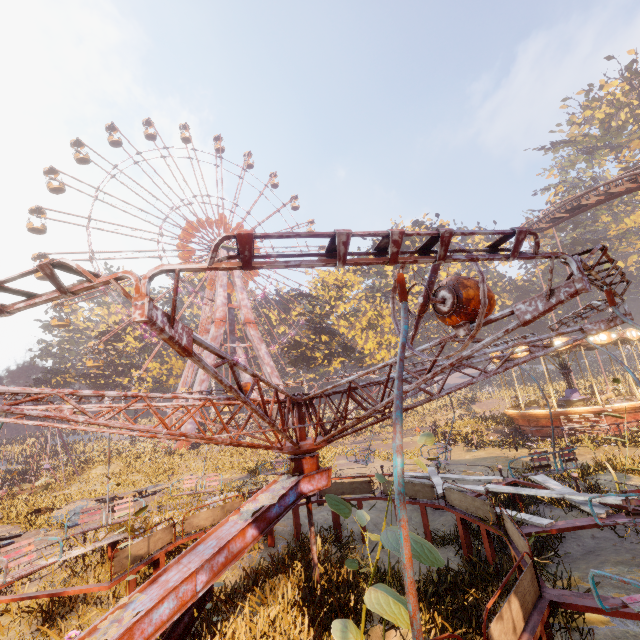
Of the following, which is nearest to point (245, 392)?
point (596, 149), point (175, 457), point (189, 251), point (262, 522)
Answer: point (262, 522)

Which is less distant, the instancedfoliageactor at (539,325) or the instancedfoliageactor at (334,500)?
the instancedfoliageactor at (334,500)

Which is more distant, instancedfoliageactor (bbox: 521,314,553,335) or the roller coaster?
instancedfoliageactor (bbox: 521,314,553,335)

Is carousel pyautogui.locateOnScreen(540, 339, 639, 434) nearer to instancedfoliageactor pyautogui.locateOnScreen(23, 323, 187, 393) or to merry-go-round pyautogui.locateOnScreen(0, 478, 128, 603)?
merry-go-round pyautogui.locateOnScreen(0, 478, 128, 603)

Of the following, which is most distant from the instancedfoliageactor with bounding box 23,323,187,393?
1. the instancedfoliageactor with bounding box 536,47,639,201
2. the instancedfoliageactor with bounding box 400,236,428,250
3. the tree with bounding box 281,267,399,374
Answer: the instancedfoliageactor with bounding box 400,236,428,250

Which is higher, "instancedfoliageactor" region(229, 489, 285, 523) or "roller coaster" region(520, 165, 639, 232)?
"roller coaster" region(520, 165, 639, 232)

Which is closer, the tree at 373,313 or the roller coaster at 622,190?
the roller coaster at 622,190

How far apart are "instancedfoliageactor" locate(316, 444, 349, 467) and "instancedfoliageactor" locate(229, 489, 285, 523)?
13.16m
